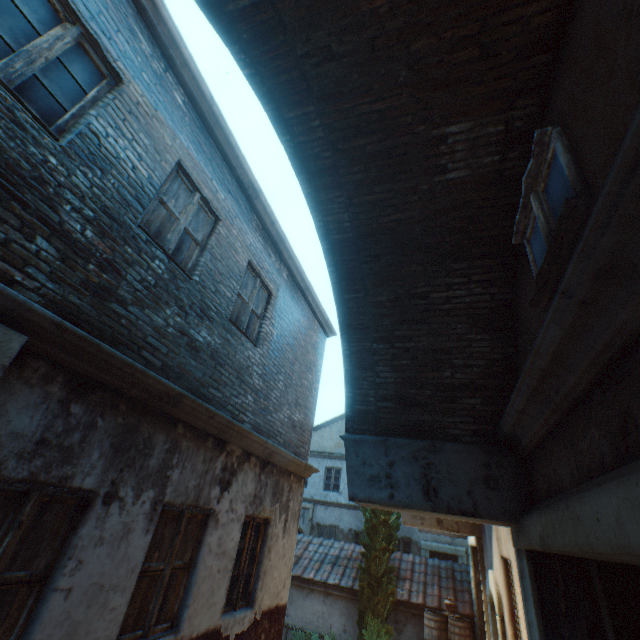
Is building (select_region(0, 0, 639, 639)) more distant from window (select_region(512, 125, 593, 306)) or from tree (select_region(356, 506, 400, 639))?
window (select_region(512, 125, 593, 306))

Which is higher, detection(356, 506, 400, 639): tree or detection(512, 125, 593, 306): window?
detection(512, 125, 593, 306): window

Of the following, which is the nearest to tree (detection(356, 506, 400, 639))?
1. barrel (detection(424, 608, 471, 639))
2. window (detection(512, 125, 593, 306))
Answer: barrel (detection(424, 608, 471, 639))

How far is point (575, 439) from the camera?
2.1m

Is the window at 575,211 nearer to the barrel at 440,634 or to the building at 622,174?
the building at 622,174

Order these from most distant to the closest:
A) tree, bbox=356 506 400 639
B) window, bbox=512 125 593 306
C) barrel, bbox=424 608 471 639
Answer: tree, bbox=356 506 400 639
barrel, bbox=424 608 471 639
window, bbox=512 125 593 306

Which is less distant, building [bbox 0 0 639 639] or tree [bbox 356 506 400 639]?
building [bbox 0 0 639 639]

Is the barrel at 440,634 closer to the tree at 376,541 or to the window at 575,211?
the tree at 376,541
